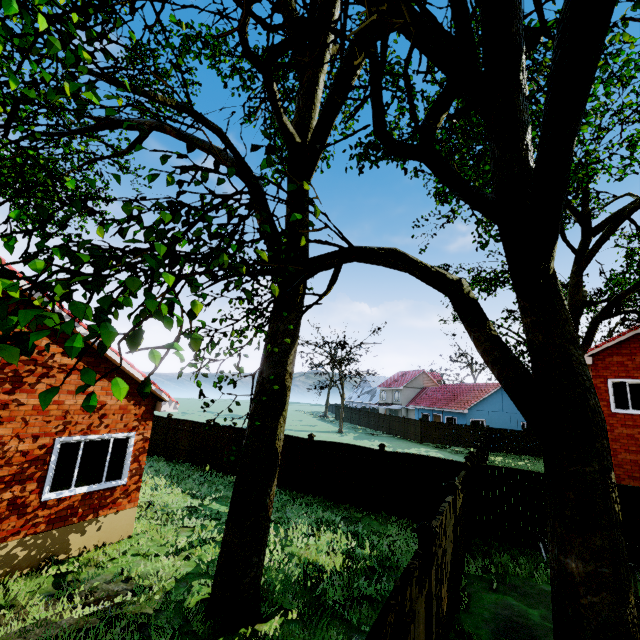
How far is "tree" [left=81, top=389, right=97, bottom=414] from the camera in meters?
1.6 m

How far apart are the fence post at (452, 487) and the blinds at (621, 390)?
11.30m

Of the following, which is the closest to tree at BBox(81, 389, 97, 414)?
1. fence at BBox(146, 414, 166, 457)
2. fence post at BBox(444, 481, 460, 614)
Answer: fence at BBox(146, 414, 166, 457)

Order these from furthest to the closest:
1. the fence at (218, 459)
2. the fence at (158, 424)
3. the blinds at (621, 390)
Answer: the fence at (158, 424) < the fence at (218, 459) < the blinds at (621, 390)

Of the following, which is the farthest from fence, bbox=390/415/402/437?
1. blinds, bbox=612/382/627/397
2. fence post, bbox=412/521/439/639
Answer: blinds, bbox=612/382/627/397

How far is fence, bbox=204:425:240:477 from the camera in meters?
16.2 m

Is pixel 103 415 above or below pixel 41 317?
below

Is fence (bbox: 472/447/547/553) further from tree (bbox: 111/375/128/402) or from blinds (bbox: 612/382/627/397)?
blinds (bbox: 612/382/627/397)
